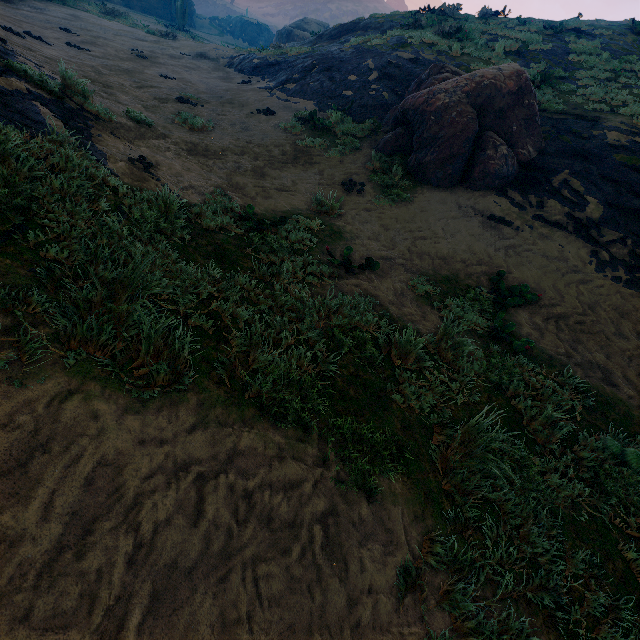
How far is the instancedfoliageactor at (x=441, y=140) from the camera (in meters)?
8.01

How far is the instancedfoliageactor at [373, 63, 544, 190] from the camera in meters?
8.0 m

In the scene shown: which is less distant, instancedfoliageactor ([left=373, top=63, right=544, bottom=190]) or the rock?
instancedfoliageactor ([left=373, top=63, right=544, bottom=190])

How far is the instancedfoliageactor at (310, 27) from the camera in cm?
2922

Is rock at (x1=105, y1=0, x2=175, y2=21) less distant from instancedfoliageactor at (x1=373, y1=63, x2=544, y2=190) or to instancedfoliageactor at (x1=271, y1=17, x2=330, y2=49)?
instancedfoliageactor at (x1=271, y1=17, x2=330, y2=49)

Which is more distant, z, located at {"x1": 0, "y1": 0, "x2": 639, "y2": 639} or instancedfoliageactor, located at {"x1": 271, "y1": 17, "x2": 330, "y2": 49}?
instancedfoliageactor, located at {"x1": 271, "y1": 17, "x2": 330, "y2": 49}

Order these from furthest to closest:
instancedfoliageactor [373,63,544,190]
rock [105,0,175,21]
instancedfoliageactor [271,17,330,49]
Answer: rock [105,0,175,21], instancedfoliageactor [271,17,330,49], instancedfoliageactor [373,63,544,190]

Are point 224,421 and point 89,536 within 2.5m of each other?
yes
